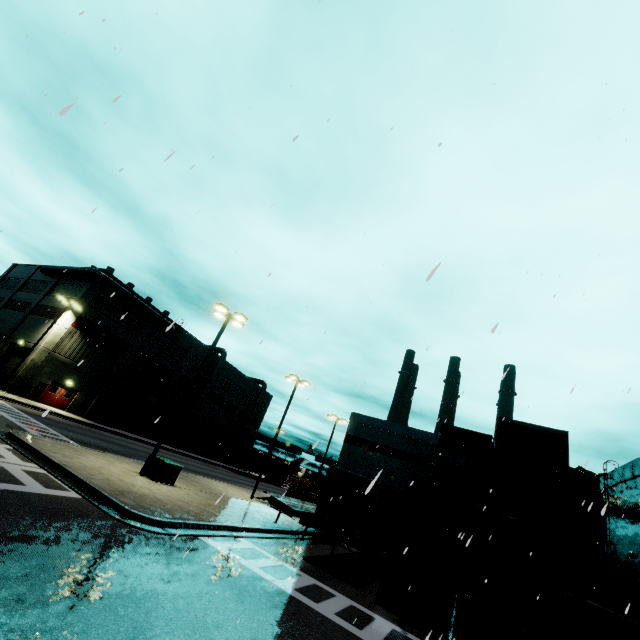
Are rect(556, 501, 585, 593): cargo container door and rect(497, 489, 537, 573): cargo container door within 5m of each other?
yes

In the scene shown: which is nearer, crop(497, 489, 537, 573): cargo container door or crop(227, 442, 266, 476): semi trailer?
crop(497, 489, 537, 573): cargo container door

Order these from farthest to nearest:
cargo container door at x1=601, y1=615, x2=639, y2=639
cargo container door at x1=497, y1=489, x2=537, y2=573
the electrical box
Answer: the electrical box
cargo container door at x1=497, y1=489, x2=537, y2=573
cargo container door at x1=601, y1=615, x2=639, y2=639

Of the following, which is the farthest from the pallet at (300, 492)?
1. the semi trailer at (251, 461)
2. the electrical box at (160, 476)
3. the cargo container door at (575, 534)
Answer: the cargo container door at (575, 534)

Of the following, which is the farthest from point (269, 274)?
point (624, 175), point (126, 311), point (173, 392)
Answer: point (173, 392)

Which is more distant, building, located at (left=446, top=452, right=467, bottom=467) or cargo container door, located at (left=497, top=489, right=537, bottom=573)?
building, located at (left=446, top=452, right=467, bottom=467)

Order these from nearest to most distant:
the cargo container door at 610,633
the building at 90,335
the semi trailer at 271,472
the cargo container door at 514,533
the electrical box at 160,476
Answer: the cargo container door at 610,633 → the cargo container door at 514,533 → the electrical box at 160,476 → the building at 90,335 → the semi trailer at 271,472

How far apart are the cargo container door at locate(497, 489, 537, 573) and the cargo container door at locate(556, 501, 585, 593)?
0.54m
